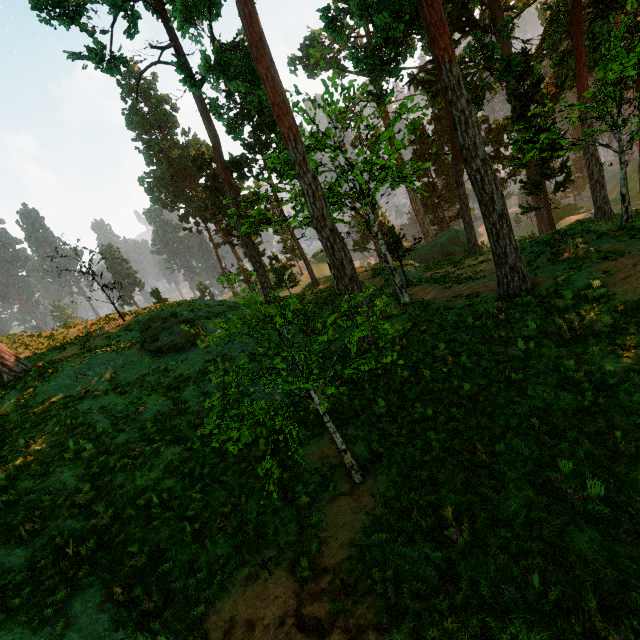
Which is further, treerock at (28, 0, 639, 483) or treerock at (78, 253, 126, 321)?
treerock at (78, 253, 126, 321)

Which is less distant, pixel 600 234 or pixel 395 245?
pixel 600 234

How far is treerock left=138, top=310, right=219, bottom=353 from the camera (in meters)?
14.86

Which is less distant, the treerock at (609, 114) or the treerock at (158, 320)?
the treerock at (609, 114)
